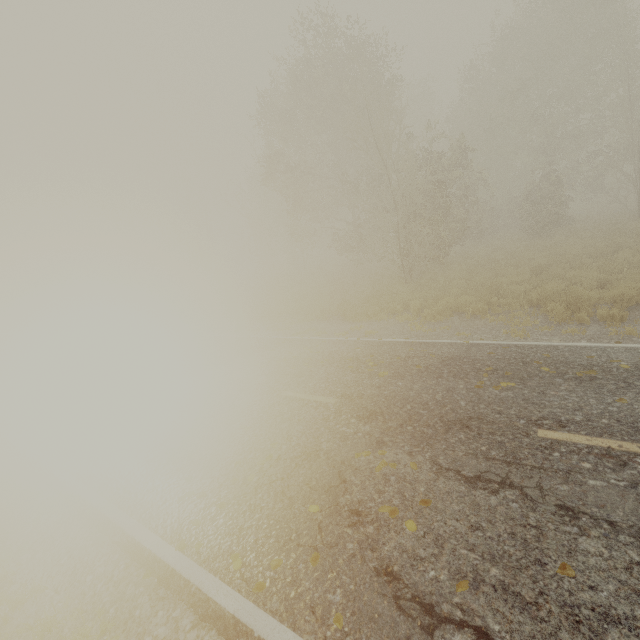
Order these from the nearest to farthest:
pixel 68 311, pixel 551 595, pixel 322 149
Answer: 1. pixel 551 595
2. pixel 322 149
3. pixel 68 311
